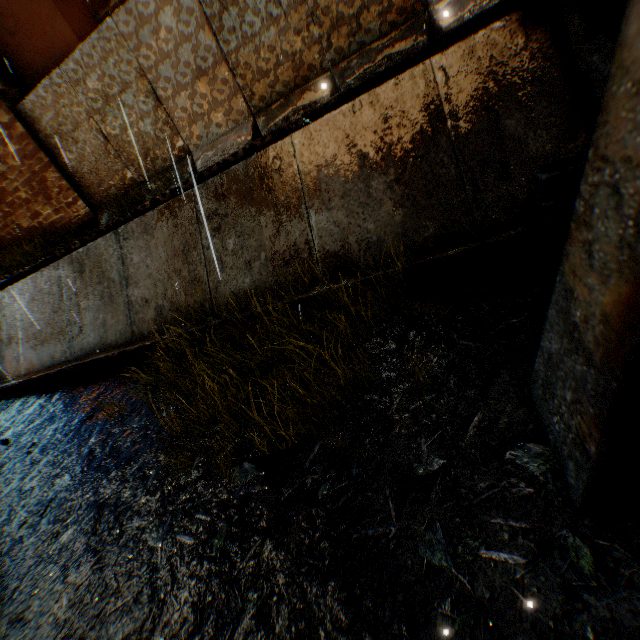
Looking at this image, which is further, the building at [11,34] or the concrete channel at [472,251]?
the building at [11,34]

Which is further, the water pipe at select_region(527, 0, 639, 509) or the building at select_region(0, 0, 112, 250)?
the building at select_region(0, 0, 112, 250)

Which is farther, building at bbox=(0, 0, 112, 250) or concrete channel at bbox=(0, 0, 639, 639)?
building at bbox=(0, 0, 112, 250)

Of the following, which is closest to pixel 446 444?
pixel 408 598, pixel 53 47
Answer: pixel 408 598

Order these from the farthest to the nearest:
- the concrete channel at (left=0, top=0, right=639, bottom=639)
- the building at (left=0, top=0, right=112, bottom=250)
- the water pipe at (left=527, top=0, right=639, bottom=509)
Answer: the building at (left=0, top=0, right=112, bottom=250) < the concrete channel at (left=0, top=0, right=639, bottom=639) < the water pipe at (left=527, top=0, right=639, bottom=509)

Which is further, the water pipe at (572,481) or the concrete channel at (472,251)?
the concrete channel at (472,251)

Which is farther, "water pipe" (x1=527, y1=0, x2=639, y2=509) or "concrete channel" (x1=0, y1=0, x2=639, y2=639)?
"concrete channel" (x1=0, y1=0, x2=639, y2=639)

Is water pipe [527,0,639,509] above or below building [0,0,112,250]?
below
